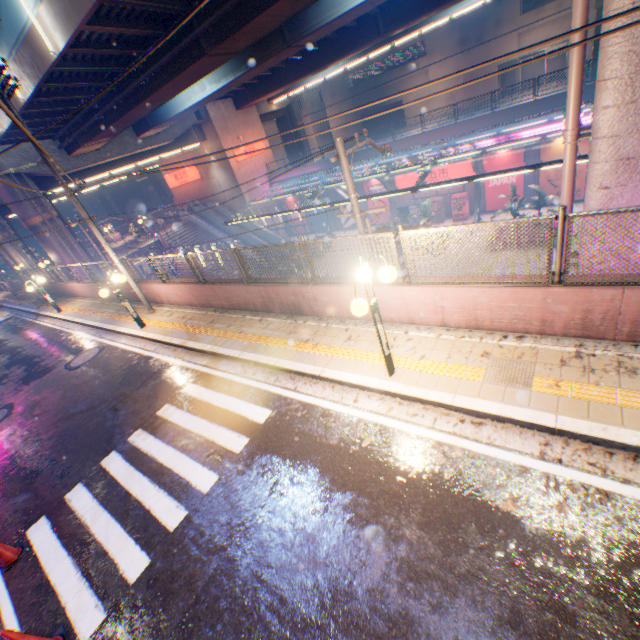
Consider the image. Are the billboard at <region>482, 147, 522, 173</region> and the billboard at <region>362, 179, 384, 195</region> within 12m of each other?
yes

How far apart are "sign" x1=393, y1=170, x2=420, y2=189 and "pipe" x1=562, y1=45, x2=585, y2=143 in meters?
21.4

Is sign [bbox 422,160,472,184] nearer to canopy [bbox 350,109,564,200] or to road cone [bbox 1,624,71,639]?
canopy [bbox 350,109,564,200]

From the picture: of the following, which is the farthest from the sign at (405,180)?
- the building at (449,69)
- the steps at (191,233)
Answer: the building at (449,69)

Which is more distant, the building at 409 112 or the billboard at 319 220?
the building at 409 112

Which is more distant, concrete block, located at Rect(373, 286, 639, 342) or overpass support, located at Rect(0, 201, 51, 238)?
overpass support, located at Rect(0, 201, 51, 238)

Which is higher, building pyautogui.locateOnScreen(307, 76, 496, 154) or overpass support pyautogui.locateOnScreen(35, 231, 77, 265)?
overpass support pyautogui.locateOnScreen(35, 231, 77, 265)

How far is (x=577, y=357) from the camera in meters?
5.2 m
